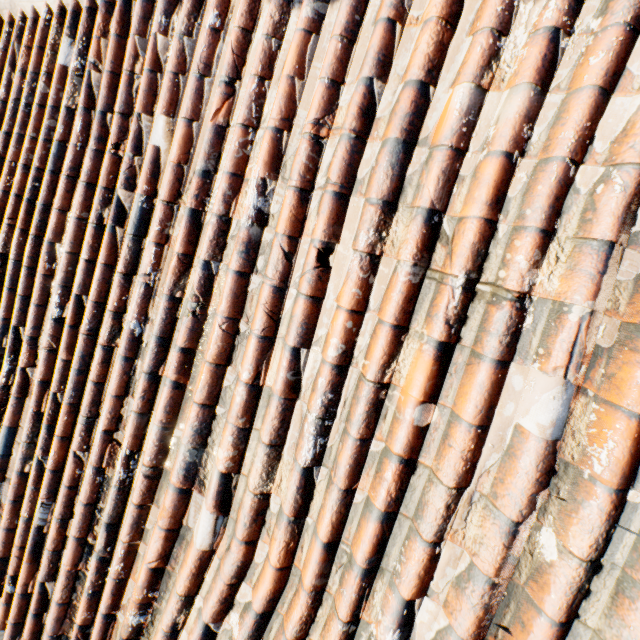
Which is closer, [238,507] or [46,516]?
[238,507]
